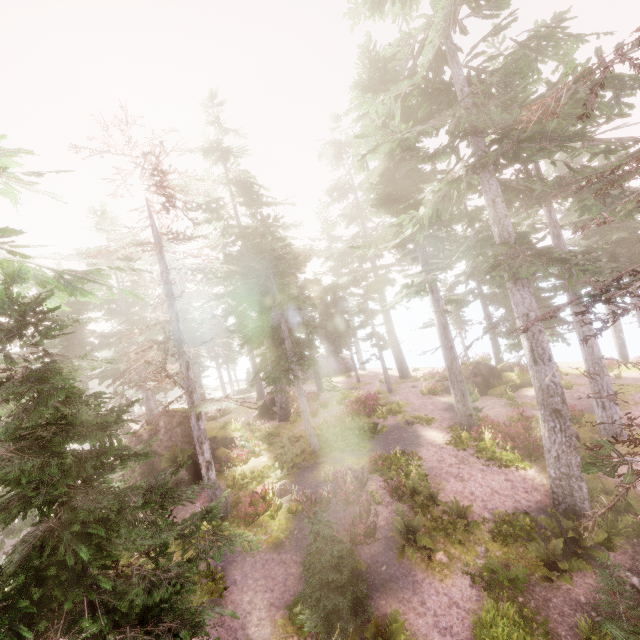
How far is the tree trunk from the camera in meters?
25.6

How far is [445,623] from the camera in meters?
9.3

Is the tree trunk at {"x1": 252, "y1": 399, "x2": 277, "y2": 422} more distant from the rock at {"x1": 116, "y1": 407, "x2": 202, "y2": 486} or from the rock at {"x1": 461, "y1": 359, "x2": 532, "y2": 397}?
the rock at {"x1": 461, "y1": 359, "x2": 532, "y2": 397}

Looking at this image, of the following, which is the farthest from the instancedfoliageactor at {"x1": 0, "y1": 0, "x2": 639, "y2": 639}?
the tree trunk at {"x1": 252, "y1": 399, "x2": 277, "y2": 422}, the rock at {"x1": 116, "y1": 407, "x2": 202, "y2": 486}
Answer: the tree trunk at {"x1": 252, "y1": 399, "x2": 277, "y2": 422}

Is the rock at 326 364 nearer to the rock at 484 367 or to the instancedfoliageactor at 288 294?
the instancedfoliageactor at 288 294

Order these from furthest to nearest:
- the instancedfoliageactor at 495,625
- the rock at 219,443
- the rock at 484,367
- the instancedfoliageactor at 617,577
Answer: the rock at 484,367 → the rock at 219,443 → the instancedfoliageactor at 495,625 → the instancedfoliageactor at 617,577

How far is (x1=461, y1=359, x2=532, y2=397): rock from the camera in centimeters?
2370cm

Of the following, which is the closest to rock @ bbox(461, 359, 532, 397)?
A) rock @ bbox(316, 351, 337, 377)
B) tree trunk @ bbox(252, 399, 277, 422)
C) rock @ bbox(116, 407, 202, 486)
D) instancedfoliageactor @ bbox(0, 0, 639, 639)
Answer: instancedfoliageactor @ bbox(0, 0, 639, 639)
